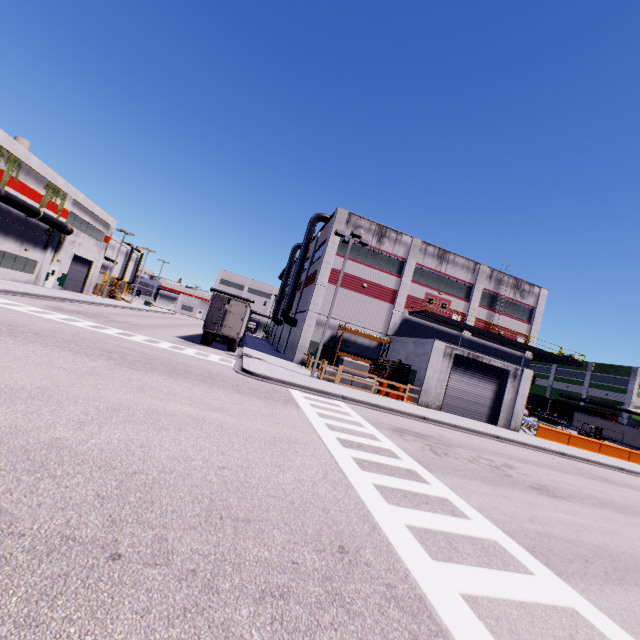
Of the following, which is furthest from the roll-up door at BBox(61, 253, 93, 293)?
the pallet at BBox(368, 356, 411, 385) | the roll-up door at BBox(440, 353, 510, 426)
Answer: the pallet at BBox(368, 356, 411, 385)

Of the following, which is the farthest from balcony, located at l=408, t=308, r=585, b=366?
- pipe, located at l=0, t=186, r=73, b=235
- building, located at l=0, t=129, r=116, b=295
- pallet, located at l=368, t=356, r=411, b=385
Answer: pipe, located at l=0, t=186, r=73, b=235

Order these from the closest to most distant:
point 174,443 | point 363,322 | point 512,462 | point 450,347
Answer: point 174,443 → point 512,462 → point 450,347 → point 363,322

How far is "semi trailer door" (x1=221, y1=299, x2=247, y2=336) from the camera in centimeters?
2378cm

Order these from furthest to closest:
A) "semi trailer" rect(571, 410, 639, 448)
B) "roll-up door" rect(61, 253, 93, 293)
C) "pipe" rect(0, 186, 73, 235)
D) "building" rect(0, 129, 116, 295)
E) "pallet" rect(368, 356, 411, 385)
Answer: "semi trailer" rect(571, 410, 639, 448) < "roll-up door" rect(61, 253, 93, 293) < "building" rect(0, 129, 116, 295) < "pipe" rect(0, 186, 73, 235) < "pallet" rect(368, 356, 411, 385)

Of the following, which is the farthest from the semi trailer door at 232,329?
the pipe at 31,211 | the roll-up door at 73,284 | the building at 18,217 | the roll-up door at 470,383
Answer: the roll-up door at 73,284

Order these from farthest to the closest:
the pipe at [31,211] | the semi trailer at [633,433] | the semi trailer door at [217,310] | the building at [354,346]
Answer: the semi trailer at [633,433] → the building at [354,346] → the pipe at [31,211] → the semi trailer door at [217,310]

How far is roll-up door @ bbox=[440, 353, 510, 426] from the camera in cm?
2378
